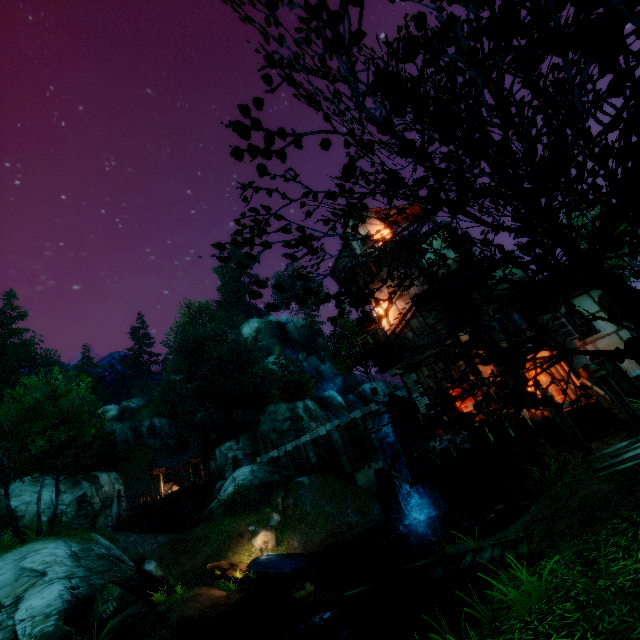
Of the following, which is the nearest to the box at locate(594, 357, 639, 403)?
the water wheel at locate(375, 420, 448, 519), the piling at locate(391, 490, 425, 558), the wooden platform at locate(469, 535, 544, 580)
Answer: the wooden platform at locate(469, 535, 544, 580)

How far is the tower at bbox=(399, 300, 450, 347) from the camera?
19.25m

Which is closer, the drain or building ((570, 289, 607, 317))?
building ((570, 289, 607, 317))

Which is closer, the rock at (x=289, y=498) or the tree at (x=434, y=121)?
the tree at (x=434, y=121)

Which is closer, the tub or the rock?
the tub

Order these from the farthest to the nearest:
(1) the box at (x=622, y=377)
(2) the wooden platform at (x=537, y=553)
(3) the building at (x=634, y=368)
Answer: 1. (3) the building at (x=634, y=368)
2. (1) the box at (x=622, y=377)
3. (2) the wooden platform at (x=537, y=553)

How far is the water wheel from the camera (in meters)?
17.39

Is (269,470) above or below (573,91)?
above
